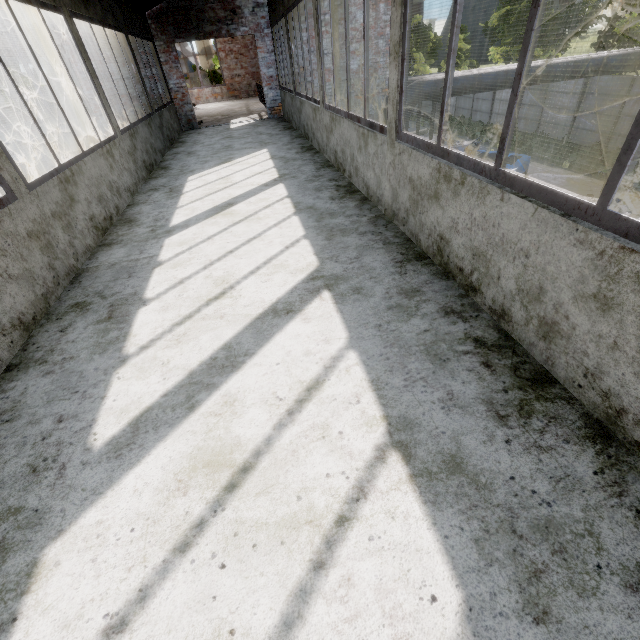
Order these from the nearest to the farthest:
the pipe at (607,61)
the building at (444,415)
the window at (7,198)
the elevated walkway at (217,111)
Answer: the building at (444,415), the window at (7,198), the pipe at (607,61), the elevated walkway at (217,111)

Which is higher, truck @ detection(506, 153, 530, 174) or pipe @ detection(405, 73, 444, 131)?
pipe @ detection(405, 73, 444, 131)

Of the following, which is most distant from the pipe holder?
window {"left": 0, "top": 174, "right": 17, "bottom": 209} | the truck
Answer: window {"left": 0, "top": 174, "right": 17, "bottom": 209}

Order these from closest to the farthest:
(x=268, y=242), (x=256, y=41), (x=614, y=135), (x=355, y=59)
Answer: (x=268, y=242), (x=256, y=41), (x=355, y=59), (x=614, y=135)

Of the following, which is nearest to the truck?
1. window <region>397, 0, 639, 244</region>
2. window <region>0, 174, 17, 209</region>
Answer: window <region>397, 0, 639, 244</region>

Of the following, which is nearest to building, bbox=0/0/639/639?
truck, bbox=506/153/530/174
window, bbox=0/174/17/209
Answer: window, bbox=0/174/17/209

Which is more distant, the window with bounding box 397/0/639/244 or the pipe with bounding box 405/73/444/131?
the pipe with bounding box 405/73/444/131

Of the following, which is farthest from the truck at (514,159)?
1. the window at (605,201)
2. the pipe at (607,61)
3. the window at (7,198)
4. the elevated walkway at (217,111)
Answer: the window at (7,198)
